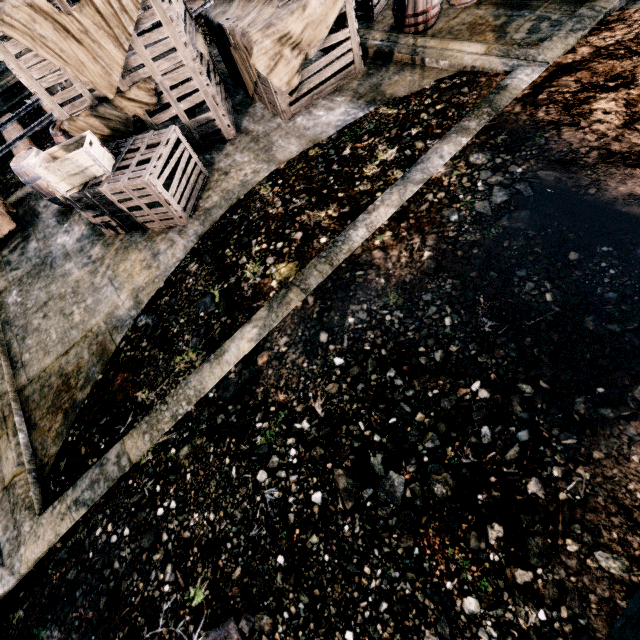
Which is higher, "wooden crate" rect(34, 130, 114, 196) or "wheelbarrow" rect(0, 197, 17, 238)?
"wooden crate" rect(34, 130, 114, 196)

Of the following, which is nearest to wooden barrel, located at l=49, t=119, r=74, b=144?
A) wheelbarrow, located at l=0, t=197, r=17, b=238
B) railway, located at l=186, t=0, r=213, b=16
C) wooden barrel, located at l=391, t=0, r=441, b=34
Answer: wheelbarrow, located at l=0, t=197, r=17, b=238

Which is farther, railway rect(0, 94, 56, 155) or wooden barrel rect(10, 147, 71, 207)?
railway rect(0, 94, 56, 155)

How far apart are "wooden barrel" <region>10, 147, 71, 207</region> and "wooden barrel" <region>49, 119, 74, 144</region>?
0.2 meters

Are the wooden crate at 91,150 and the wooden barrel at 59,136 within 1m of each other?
no

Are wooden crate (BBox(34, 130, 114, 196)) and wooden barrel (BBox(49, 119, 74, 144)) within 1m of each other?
no

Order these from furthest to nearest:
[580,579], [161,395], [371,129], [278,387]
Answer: [371,129], [161,395], [278,387], [580,579]

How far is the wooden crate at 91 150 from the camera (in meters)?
6.29
